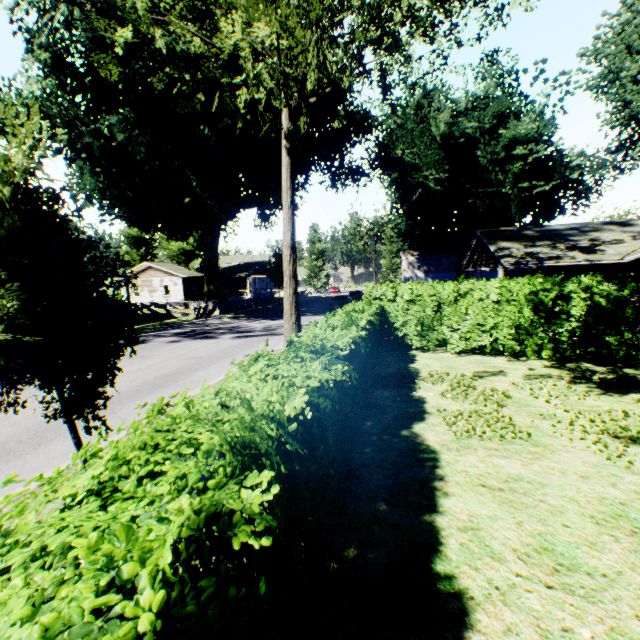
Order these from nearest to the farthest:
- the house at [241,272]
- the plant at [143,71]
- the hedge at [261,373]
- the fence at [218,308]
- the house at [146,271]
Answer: the hedge at [261,373] < the plant at [143,71] < the fence at [218,308] < the house at [146,271] < the house at [241,272]

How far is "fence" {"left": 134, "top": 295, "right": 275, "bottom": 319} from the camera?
31.5m

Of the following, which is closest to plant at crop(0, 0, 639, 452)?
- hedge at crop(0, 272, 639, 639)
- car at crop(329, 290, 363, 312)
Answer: hedge at crop(0, 272, 639, 639)

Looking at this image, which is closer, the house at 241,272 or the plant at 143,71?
the plant at 143,71

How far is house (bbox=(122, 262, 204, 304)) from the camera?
44.2m

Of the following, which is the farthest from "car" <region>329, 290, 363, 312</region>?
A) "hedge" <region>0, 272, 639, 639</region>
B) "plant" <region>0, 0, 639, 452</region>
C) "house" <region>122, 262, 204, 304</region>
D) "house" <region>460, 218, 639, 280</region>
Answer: "house" <region>122, 262, 204, 304</region>

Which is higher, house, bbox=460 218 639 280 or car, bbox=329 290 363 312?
house, bbox=460 218 639 280

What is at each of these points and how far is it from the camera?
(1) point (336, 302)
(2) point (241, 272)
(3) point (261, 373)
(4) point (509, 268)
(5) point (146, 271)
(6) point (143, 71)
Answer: (1) car, 30.75m
(2) house, 53.44m
(3) hedge, 4.07m
(4) house, 24.33m
(5) house, 45.19m
(6) plant, 22.08m
